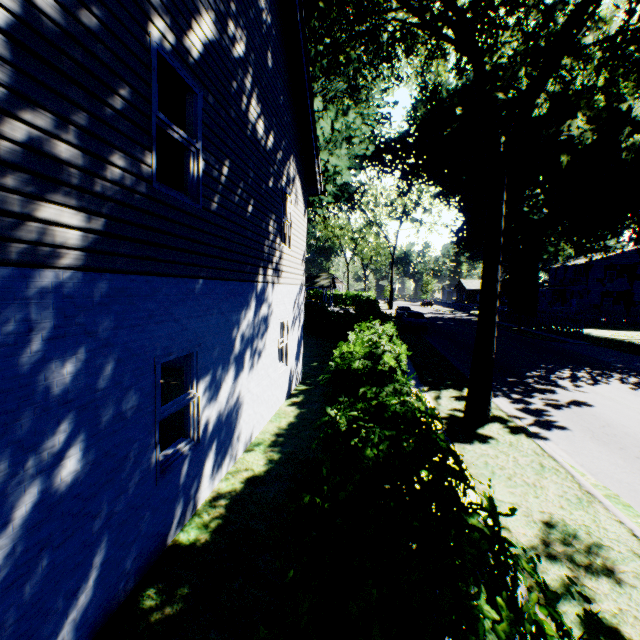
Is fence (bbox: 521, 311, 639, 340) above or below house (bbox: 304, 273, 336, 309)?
below

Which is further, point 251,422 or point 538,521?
point 251,422

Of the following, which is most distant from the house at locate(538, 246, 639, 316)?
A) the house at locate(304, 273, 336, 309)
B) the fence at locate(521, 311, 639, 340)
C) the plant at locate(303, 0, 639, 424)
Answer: the house at locate(304, 273, 336, 309)

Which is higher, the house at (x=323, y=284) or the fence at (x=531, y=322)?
the house at (x=323, y=284)

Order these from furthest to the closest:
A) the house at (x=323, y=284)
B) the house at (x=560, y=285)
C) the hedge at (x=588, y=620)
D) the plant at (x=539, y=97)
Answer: the house at (x=323, y=284)
the house at (x=560, y=285)
the plant at (x=539, y=97)
the hedge at (x=588, y=620)

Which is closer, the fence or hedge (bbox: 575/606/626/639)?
hedge (bbox: 575/606/626/639)

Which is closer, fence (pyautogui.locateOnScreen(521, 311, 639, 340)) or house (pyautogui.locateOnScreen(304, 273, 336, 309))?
fence (pyautogui.locateOnScreen(521, 311, 639, 340))
